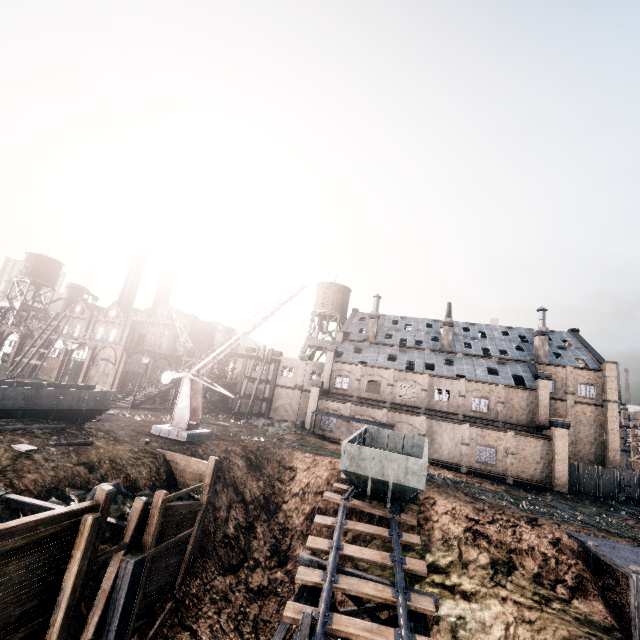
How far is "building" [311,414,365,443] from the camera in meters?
39.0

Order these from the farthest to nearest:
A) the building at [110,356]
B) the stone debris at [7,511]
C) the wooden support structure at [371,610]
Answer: the building at [110,356], the wooden support structure at [371,610], the stone debris at [7,511]

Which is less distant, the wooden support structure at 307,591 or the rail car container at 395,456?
the wooden support structure at 307,591

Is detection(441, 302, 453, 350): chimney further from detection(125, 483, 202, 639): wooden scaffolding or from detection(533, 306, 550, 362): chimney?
detection(125, 483, 202, 639): wooden scaffolding

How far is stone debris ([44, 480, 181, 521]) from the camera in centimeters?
1237cm

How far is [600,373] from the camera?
42.0m

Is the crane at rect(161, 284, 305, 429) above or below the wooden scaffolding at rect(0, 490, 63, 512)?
above

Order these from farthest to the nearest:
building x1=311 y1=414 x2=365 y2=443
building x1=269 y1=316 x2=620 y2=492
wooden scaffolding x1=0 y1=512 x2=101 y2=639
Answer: building x1=311 y1=414 x2=365 y2=443 < building x1=269 y1=316 x2=620 y2=492 < wooden scaffolding x1=0 y1=512 x2=101 y2=639
